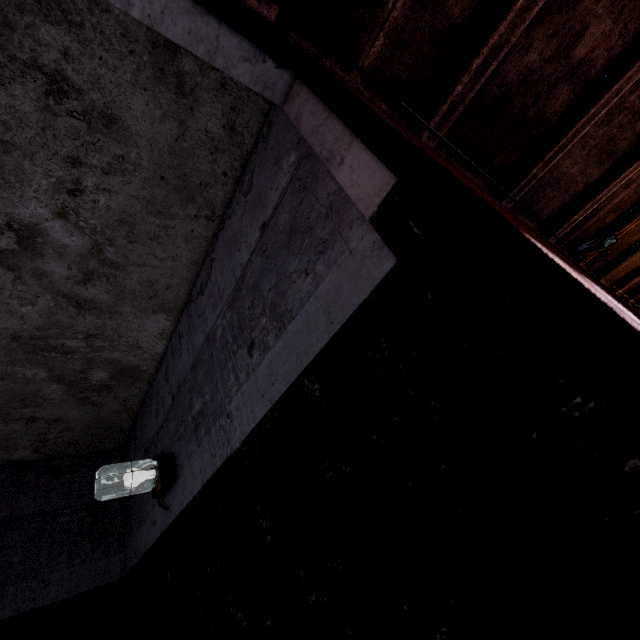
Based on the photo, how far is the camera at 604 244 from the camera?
2.9 meters

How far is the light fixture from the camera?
1.8m

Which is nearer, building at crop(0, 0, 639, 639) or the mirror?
building at crop(0, 0, 639, 639)

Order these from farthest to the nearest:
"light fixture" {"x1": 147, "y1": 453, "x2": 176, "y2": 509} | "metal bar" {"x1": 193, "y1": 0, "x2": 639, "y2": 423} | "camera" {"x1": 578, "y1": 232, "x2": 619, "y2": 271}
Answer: "camera" {"x1": 578, "y1": 232, "x2": 619, "y2": 271}, "light fixture" {"x1": 147, "y1": 453, "x2": 176, "y2": 509}, "metal bar" {"x1": 193, "y1": 0, "x2": 639, "y2": 423}

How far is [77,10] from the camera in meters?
1.0

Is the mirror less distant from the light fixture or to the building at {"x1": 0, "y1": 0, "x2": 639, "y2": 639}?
the building at {"x1": 0, "y1": 0, "x2": 639, "y2": 639}

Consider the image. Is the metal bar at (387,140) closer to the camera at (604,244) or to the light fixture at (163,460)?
the light fixture at (163,460)

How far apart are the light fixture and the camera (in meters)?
3.67
